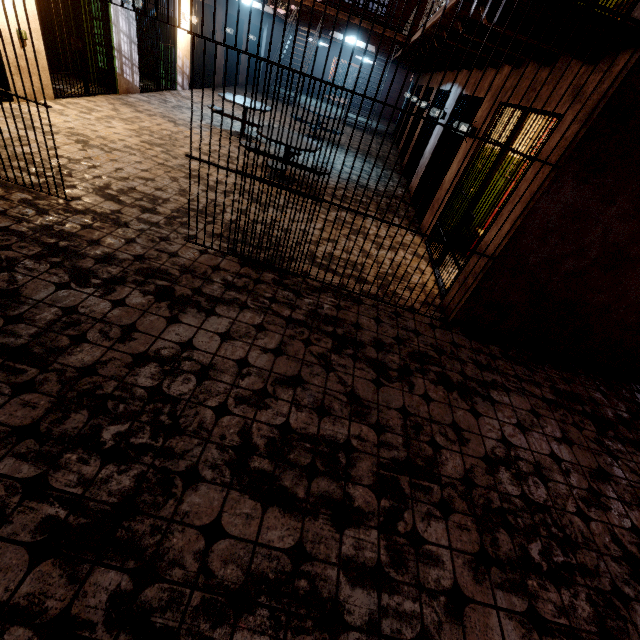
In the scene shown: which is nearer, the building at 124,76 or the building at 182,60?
the building at 124,76

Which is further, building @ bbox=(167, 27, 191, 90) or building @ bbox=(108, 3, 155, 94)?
building @ bbox=(167, 27, 191, 90)

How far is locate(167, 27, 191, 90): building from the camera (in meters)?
9.87

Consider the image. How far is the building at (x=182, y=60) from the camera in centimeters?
987cm

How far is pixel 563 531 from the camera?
2.43m
